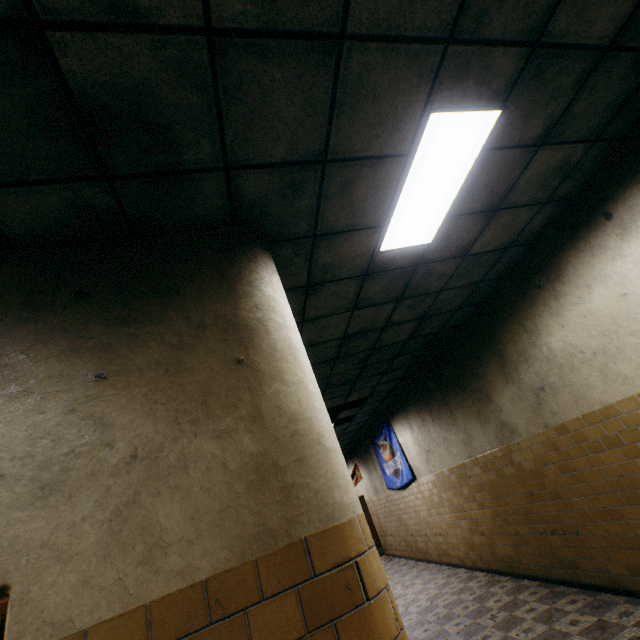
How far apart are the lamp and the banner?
7.22m

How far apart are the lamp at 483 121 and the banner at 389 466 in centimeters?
722cm

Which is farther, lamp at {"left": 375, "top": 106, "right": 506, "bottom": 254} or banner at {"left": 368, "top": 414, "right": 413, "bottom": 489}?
banner at {"left": 368, "top": 414, "right": 413, "bottom": 489}

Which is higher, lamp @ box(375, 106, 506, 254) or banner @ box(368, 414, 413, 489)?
lamp @ box(375, 106, 506, 254)

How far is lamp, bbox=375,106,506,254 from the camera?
2.3 meters

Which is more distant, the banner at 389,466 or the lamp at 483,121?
the banner at 389,466

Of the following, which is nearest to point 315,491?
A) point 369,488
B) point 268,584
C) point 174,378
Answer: point 268,584

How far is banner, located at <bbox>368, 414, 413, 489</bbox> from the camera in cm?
912
